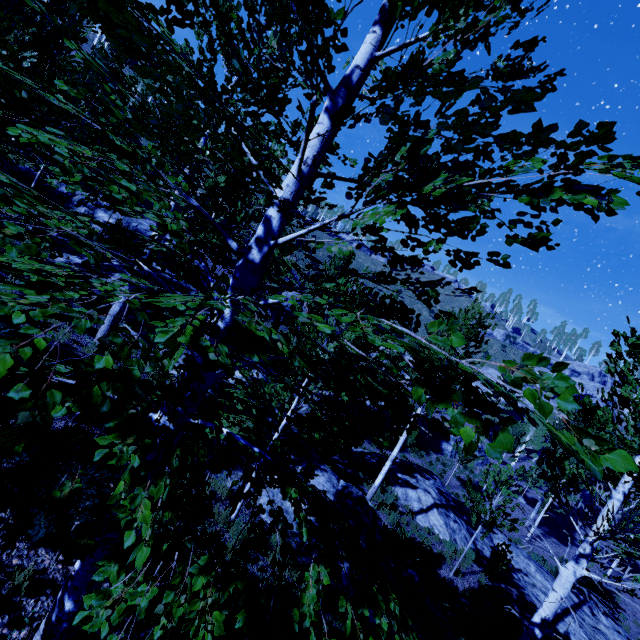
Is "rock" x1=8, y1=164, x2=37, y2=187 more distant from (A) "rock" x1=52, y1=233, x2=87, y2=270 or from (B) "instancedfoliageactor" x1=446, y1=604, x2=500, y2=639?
(A) "rock" x1=52, y1=233, x2=87, y2=270

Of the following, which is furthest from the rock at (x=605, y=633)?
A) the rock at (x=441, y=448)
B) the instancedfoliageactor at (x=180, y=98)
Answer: the rock at (x=441, y=448)

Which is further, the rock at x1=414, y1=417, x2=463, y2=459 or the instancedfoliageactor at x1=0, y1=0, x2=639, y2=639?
the rock at x1=414, y1=417, x2=463, y2=459

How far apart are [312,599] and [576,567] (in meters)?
4.89

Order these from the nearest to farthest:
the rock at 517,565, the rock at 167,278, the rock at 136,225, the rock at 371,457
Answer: the rock at 517,565
the rock at 167,278
the rock at 371,457
the rock at 136,225

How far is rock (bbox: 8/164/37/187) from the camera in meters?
21.0 m

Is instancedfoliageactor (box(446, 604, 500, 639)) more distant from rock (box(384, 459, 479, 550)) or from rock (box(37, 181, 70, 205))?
rock (box(37, 181, 70, 205))

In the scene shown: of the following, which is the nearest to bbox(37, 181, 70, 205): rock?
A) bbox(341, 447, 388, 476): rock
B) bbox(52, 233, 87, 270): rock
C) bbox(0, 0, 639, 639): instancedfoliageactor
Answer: bbox(0, 0, 639, 639): instancedfoliageactor
